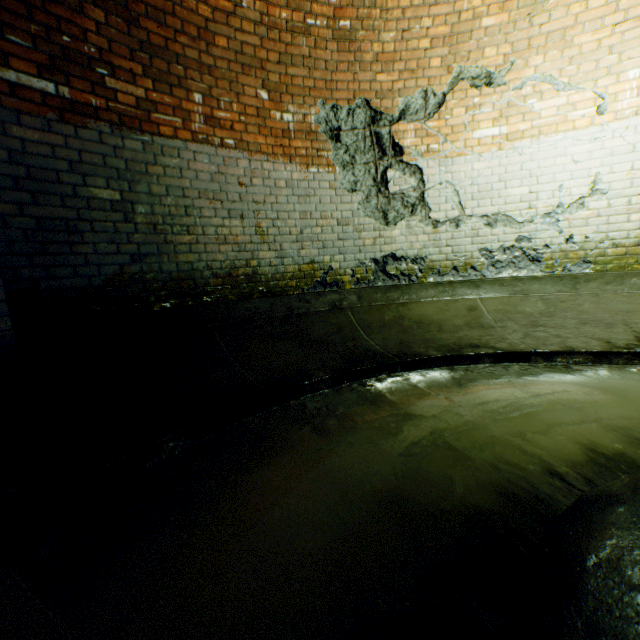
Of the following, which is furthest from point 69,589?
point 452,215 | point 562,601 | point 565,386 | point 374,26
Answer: point 374,26

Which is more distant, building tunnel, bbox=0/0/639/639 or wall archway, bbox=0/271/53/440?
wall archway, bbox=0/271/53/440

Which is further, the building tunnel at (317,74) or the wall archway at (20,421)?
the wall archway at (20,421)
